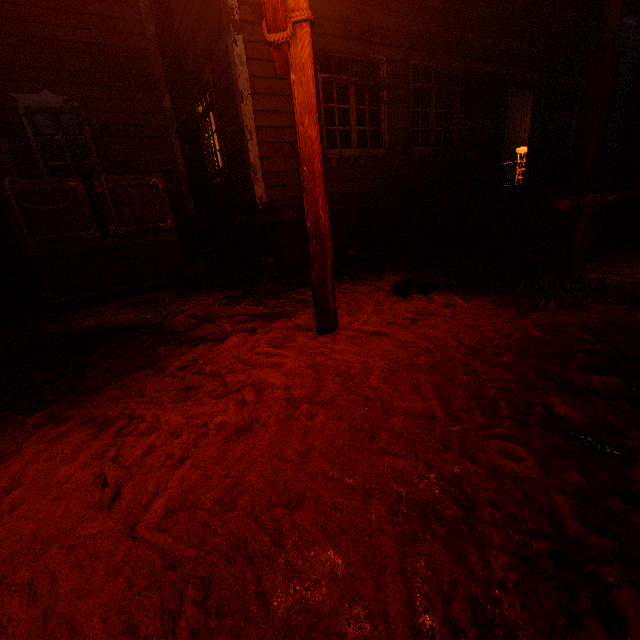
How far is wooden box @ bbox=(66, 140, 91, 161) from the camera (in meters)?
6.53

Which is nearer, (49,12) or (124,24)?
(49,12)

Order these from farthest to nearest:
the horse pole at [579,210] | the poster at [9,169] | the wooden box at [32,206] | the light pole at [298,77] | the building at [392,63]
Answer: the poster at [9,169] < the building at [392,63] < the wooden box at [32,206] < the horse pole at [579,210] < the light pole at [298,77]

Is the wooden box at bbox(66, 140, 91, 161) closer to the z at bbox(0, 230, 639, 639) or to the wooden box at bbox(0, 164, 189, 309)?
the wooden box at bbox(0, 164, 189, 309)

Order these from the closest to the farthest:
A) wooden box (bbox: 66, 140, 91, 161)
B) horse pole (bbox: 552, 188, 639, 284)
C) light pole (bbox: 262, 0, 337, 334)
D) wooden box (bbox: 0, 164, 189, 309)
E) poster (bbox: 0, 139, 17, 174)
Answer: light pole (bbox: 262, 0, 337, 334) < horse pole (bbox: 552, 188, 639, 284) < wooden box (bbox: 0, 164, 189, 309) < poster (bbox: 0, 139, 17, 174) < wooden box (bbox: 66, 140, 91, 161)

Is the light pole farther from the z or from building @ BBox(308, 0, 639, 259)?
building @ BBox(308, 0, 639, 259)

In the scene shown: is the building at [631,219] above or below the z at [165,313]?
above

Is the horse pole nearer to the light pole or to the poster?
the light pole
